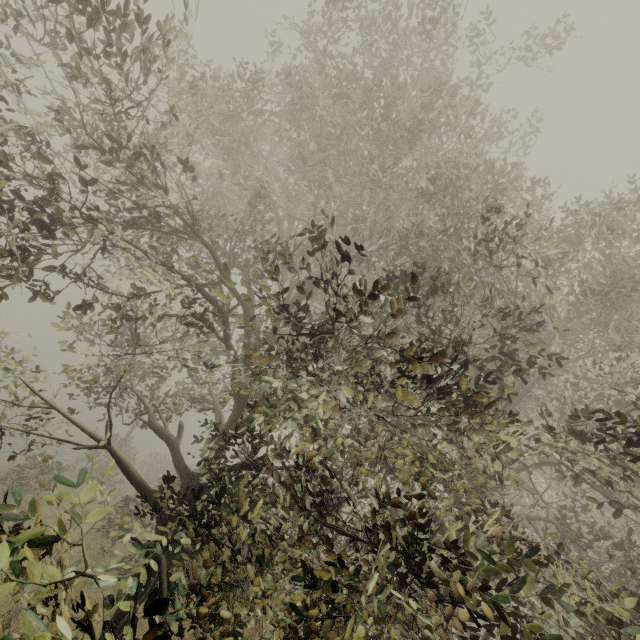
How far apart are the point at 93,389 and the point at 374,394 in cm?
852
